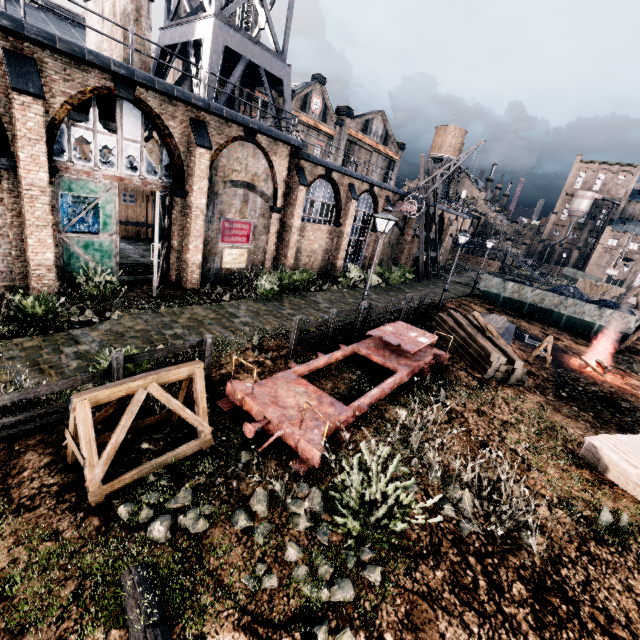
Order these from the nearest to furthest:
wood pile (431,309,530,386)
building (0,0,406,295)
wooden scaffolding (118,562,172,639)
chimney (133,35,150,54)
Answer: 1. wooden scaffolding (118,562,172,639)
2. building (0,0,406,295)
3. wood pile (431,309,530,386)
4. chimney (133,35,150,54)

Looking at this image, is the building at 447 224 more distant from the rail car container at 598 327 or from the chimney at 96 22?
the rail car container at 598 327

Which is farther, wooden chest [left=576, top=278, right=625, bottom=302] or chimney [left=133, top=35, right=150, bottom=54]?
wooden chest [left=576, top=278, right=625, bottom=302]

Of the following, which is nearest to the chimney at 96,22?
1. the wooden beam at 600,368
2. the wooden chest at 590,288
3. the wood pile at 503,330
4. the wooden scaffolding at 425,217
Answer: the wood pile at 503,330

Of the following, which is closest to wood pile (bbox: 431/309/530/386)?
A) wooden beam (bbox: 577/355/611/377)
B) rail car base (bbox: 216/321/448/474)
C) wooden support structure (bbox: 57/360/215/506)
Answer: rail car base (bbox: 216/321/448/474)

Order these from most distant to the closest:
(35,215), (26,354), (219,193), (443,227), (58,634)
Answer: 1. (443,227)
2. (219,193)
3. (35,215)
4. (26,354)
5. (58,634)

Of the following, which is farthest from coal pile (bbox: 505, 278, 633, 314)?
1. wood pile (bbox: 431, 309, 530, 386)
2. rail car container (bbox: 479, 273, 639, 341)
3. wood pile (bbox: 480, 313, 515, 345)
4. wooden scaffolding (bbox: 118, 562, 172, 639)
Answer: wooden scaffolding (bbox: 118, 562, 172, 639)

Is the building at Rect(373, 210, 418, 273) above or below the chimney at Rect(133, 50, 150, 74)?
below
